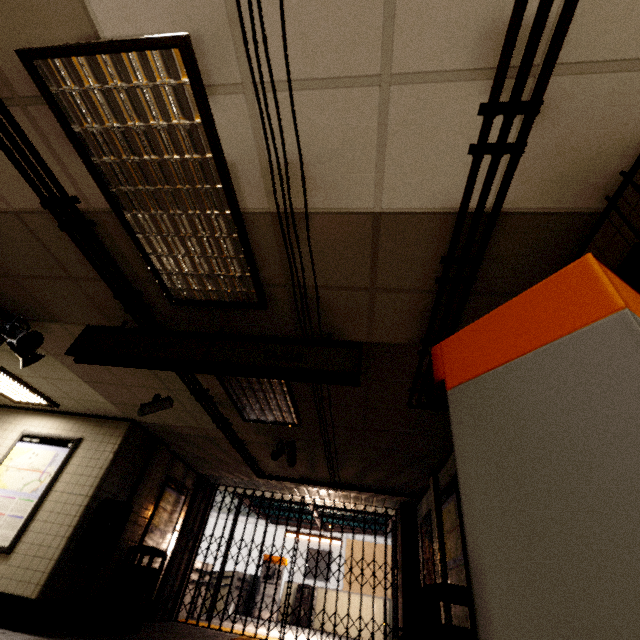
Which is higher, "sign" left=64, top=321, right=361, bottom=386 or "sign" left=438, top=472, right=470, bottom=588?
"sign" left=64, top=321, right=361, bottom=386

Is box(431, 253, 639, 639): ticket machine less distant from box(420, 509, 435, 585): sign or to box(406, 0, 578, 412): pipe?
box(406, 0, 578, 412): pipe

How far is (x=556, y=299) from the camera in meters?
1.1 m

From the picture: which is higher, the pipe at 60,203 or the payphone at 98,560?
the pipe at 60,203

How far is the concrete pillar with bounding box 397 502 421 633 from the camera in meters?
6.7

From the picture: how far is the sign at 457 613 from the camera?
3.98m

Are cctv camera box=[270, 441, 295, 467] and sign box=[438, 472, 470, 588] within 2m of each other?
no

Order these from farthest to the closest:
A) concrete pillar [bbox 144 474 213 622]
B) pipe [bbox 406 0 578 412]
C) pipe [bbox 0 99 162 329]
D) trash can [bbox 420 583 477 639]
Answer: concrete pillar [bbox 144 474 213 622] → trash can [bbox 420 583 477 639] → pipe [bbox 0 99 162 329] → pipe [bbox 406 0 578 412]
